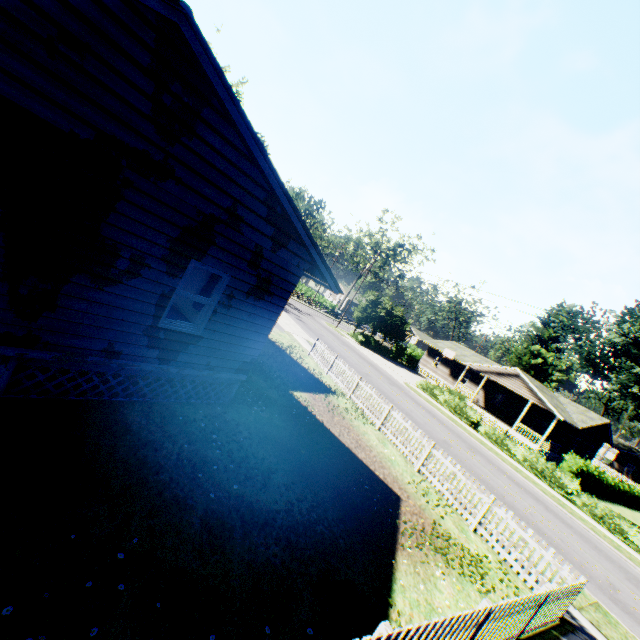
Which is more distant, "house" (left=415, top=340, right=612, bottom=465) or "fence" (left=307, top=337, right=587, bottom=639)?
"house" (left=415, top=340, right=612, bottom=465)

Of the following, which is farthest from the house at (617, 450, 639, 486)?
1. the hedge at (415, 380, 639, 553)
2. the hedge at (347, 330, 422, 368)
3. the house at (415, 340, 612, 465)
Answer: the hedge at (415, 380, 639, 553)

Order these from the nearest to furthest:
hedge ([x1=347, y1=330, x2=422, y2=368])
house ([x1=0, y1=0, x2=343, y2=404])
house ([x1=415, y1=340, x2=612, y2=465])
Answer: house ([x1=0, y1=0, x2=343, y2=404])
house ([x1=415, y1=340, x2=612, y2=465])
hedge ([x1=347, y1=330, x2=422, y2=368])

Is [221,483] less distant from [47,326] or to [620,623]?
[47,326]

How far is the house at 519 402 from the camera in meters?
31.4

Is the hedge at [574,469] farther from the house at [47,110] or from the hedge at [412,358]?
the house at [47,110]

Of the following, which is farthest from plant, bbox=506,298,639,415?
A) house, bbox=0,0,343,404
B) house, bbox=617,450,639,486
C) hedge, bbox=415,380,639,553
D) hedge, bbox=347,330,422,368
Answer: hedge, bbox=347,330,422,368

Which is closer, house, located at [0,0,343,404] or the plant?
house, located at [0,0,343,404]
